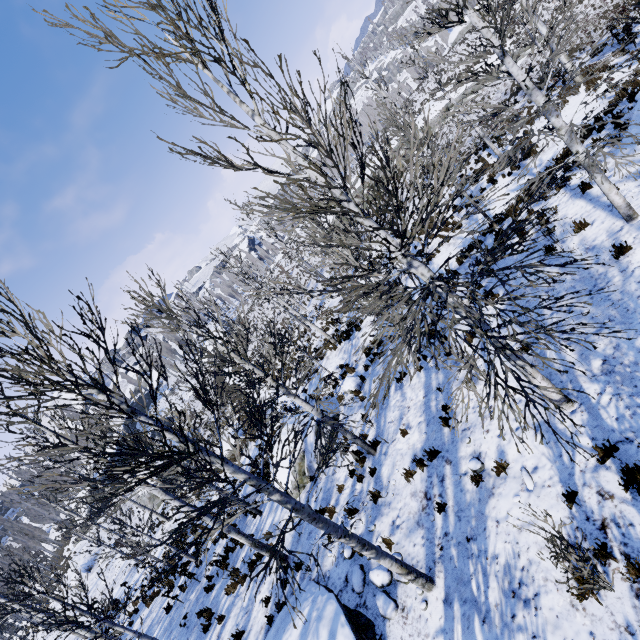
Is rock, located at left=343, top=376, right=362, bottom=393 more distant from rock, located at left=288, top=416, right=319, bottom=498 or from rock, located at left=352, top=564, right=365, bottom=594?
rock, located at left=352, top=564, right=365, bottom=594

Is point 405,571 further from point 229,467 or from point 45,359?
point 45,359

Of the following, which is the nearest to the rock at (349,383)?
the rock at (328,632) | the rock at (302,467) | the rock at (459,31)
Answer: the rock at (302,467)

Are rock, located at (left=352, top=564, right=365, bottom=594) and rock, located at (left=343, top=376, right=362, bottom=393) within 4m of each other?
no

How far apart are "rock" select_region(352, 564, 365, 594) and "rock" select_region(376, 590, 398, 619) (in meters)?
0.12

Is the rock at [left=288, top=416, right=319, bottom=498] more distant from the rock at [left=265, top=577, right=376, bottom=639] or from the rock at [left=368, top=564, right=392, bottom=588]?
the rock at [left=368, top=564, right=392, bottom=588]

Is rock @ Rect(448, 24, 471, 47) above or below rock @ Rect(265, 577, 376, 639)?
above

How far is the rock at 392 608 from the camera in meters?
5.7 m
